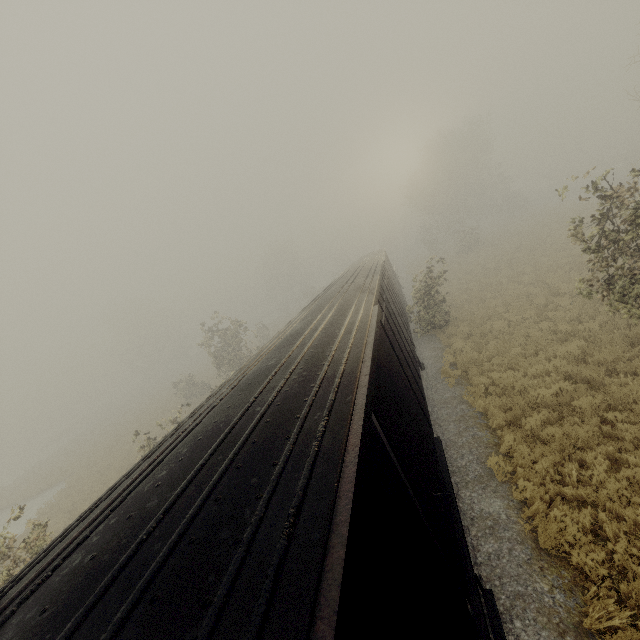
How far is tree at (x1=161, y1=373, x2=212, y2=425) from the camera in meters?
15.1 m

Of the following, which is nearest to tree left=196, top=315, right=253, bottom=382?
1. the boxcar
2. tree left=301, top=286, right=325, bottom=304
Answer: the boxcar

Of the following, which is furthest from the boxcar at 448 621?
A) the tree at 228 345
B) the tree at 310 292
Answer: the tree at 310 292

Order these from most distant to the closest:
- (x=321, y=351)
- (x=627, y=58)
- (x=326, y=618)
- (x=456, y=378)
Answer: (x=627, y=58) < (x=456, y=378) < (x=321, y=351) < (x=326, y=618)

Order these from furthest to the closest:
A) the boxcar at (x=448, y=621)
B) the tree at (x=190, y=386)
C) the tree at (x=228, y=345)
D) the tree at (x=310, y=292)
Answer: the tree at (x=310, y=292)
the tree at (x=228, y=345)
the tree at (x=190, y=386)
the boxcar at (x=448, y=621)

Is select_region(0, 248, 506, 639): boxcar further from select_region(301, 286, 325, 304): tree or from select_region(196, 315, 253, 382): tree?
select_region(301, 286, 325, 304): tree

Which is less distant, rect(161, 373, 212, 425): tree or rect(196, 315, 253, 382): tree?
rect(161, 373, 212, 425): tree
